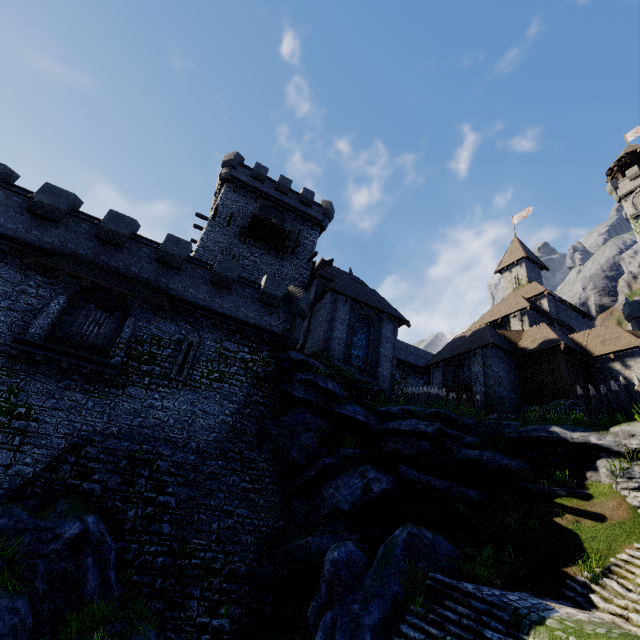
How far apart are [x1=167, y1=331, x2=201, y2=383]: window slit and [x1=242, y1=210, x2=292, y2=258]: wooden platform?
12.27m

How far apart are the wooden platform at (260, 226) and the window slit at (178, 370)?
12.3m

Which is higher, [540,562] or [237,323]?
[237,323]

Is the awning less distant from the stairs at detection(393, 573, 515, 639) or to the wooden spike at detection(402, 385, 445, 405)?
the stairs at detection(393, 573, 515, 639)

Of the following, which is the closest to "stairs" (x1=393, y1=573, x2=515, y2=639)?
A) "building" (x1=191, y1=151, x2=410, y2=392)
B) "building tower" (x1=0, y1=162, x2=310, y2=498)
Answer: "building tower" (x1=0, y1=162, x2=310, y2=498)

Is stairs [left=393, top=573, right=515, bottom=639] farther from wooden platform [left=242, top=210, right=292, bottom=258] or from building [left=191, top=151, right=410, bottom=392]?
wooden platform [left=242, top=210, right=292, bottom=258]

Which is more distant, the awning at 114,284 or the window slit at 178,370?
the window slit at 178,370

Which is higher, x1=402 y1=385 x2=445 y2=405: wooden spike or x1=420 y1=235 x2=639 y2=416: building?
x1=420 y1=235 x2=639 y2=416: building
